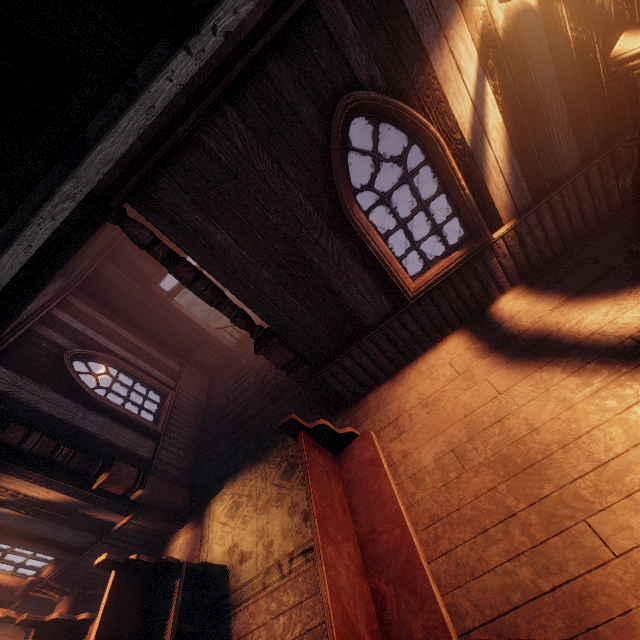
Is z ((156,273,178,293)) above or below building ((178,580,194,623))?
below

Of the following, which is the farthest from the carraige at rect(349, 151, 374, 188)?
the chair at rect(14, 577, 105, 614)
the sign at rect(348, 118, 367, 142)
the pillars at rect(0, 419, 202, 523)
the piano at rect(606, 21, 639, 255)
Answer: the chair at rect(14, 577, 105, 614)

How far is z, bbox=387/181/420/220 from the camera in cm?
963

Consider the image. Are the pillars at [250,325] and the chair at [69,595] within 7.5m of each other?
yes

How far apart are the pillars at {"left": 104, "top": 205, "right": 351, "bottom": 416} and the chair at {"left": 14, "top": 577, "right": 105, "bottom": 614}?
5.27m

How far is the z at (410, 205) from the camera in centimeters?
963cm

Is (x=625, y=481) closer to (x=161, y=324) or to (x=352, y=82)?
(x=352, y=82)

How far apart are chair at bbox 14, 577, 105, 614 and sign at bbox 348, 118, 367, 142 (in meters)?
17.37
